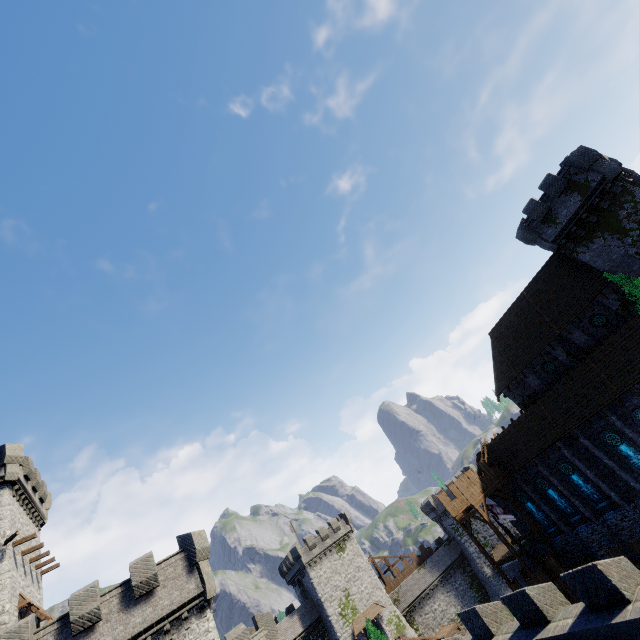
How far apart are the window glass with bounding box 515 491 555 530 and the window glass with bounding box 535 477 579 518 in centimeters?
147cm

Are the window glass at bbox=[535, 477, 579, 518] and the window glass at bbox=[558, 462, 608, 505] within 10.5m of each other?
yes

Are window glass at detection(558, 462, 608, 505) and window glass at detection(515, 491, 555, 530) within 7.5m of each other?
yes

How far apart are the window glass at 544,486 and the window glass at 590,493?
1.5m

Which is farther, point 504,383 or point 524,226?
point 504,383

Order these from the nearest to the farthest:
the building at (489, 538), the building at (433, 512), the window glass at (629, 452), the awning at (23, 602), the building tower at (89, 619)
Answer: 1. the building tower at (89, 619)
2. the awning at (23, 602)
3. the window glass at (629, 452)
4. the building at (433, 512)
5. the building at (489, 538)

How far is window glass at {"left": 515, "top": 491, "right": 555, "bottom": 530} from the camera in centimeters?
3020cm

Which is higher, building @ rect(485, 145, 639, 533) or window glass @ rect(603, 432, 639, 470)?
building @ rect(485, 145, 639, 533)
